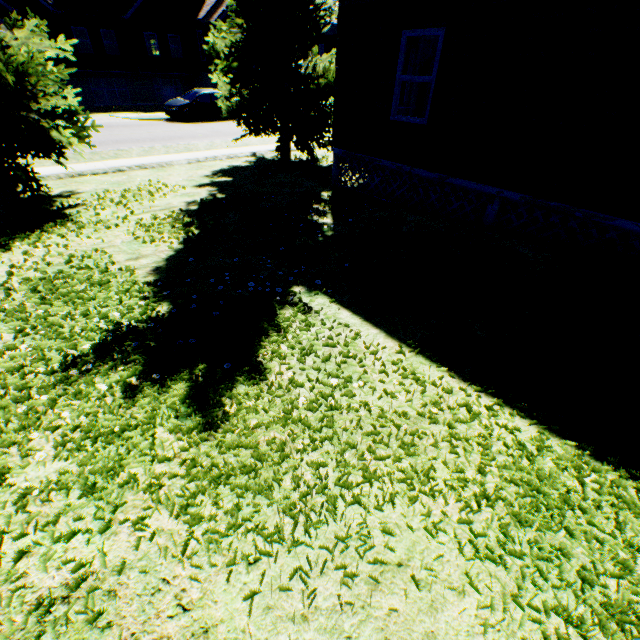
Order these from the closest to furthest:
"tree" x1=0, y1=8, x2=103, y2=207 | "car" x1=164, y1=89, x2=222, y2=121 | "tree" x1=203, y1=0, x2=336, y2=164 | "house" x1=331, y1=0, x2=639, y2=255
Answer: "house" x1=331, y1=0, x2=639, y2=255 < "tree" x1=0, y1=8, x2=103, y2=207 < "tree" x1=203, y1=0, x2=336, y2=164 < "car" x1=164, y1=89, x2=222, y2=121

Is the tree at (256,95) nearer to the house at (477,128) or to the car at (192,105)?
the house at (477,128)

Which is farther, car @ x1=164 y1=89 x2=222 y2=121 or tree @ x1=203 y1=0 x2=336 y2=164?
car @ x1=164 y1=89 x2=222 y2=121

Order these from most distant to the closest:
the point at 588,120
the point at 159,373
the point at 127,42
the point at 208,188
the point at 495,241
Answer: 1. the point at 127,42
2. the point at 208,188
3. the point at 495,241
4. the point at 588,120
5. the point at 159,373

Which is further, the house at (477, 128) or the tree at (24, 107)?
the tree at (24, 107)

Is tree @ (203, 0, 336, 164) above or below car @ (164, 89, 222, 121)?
above

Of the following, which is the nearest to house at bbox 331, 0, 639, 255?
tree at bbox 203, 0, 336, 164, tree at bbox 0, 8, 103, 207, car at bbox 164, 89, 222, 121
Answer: tree at bbox 203, 0, 336, 164

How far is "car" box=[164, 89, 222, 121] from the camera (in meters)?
20.23
